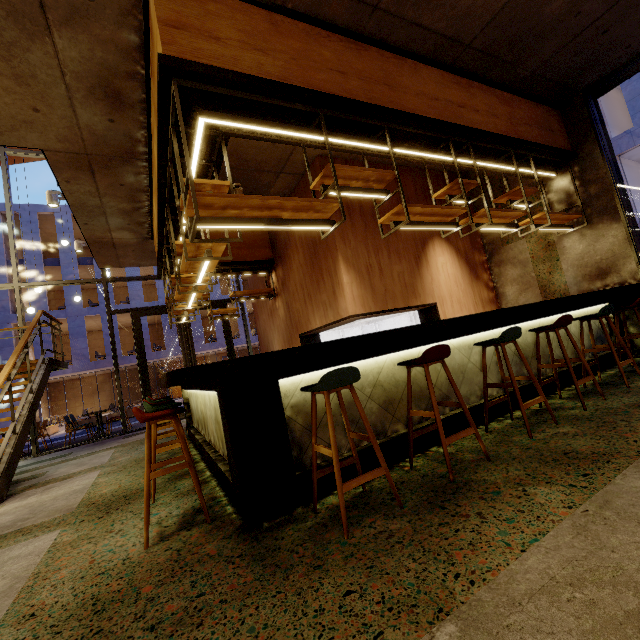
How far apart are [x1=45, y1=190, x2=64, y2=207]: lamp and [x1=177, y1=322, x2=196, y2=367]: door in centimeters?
468cm

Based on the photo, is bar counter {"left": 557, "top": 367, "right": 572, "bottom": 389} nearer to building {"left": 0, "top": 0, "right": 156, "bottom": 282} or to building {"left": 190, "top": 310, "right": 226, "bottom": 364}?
building {"left": 0, "top": 0, "right": 156, "bottom": 282}

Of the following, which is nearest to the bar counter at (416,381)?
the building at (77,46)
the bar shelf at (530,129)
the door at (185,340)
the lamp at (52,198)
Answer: the building at (77,46)

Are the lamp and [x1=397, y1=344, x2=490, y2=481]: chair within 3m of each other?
no

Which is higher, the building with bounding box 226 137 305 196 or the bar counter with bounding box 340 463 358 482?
the building with bounding box 226 137 305 196

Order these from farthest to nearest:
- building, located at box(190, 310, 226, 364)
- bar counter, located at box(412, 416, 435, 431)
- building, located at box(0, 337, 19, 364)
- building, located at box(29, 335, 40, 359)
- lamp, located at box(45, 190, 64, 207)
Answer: building, located at box(190, 310, 226, 364) < building, located at box(29, 335, 40, 359) < building, located at box(0, 337, 19, 364) < lamp, located at box(45, 190, 64, 207) < bar counter, located at box(412, 416, 435, 431)

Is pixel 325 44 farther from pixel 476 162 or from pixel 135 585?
pixel 135 585

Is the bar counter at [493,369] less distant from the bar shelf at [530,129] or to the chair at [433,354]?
the chair at [433,354]
